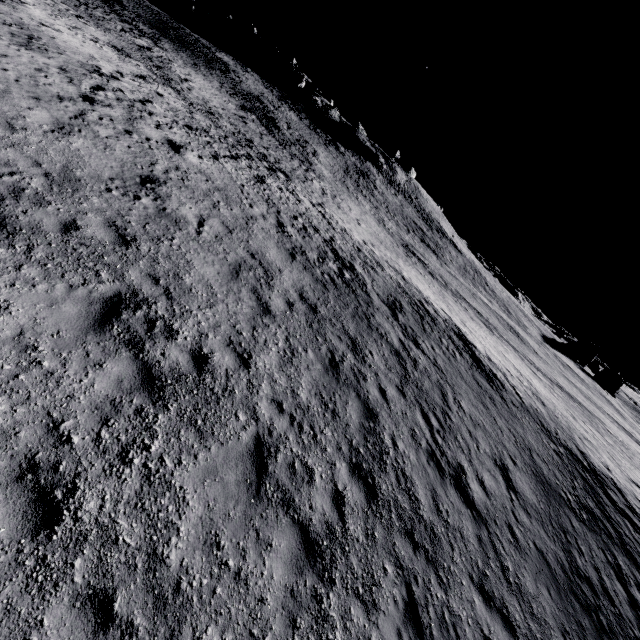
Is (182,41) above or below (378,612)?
above
